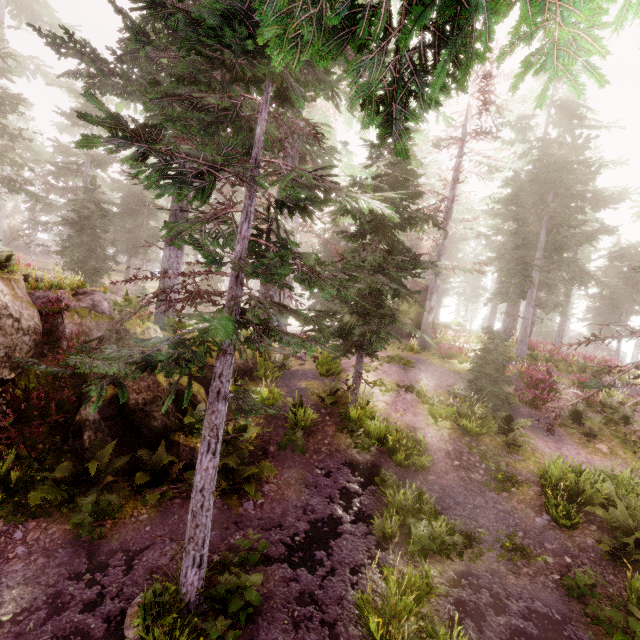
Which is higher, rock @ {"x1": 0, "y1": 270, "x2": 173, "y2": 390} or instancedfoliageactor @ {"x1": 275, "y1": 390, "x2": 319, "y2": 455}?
rock @ {"x1": 0, "y1": 270, "x2": 173, "y2": 390}

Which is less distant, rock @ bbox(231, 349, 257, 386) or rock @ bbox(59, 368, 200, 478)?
rock @ bbox(59, 368, 200, 478)

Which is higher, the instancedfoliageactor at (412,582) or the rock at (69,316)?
the rock at (69,316)

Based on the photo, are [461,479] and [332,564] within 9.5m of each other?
yes

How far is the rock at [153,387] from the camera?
8.06m

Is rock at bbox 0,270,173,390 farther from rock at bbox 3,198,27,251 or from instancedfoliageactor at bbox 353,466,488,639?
rock at bbox 3,198,27,251

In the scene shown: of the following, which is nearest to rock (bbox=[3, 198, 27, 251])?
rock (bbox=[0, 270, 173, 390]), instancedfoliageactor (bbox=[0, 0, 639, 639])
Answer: instancedfoliageactor (bbox=[0, 0, 639, 639])

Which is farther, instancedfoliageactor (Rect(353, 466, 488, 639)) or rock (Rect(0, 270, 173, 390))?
rock (Rect(0, 270, 173, 390))
